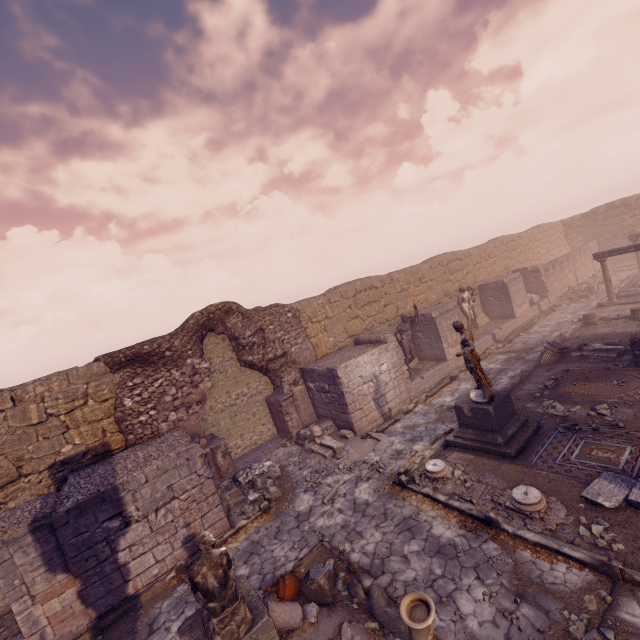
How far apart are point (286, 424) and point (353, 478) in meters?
4.3 m

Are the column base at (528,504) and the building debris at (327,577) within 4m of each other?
yes

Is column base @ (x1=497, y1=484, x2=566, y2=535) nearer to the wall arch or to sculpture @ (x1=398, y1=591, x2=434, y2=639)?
sculpture @ (x1=398, y1=591, x2=434, y2=639)

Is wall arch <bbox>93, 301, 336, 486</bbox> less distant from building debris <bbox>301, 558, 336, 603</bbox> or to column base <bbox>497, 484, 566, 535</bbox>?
building debris <bbox>301, 558, 336, 603</bbox>

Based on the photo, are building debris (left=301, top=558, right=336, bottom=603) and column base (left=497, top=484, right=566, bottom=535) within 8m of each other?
yes

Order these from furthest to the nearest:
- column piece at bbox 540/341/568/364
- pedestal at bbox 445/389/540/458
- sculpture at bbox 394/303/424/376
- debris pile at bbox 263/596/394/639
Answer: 1. sculpture at bbox 394/303/424/376
2. column piece at bbox 540/341/568/364
3. pedestal at bbox 445/389/540/458
4. debris pile at bbox 263/596/394/639

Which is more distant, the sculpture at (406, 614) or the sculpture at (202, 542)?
the sculpture at (202, 542)

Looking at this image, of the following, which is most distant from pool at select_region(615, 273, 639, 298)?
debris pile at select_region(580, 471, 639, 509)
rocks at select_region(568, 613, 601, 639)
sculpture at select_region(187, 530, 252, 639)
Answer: sculpture at select_region(187, 530, 252, 639)
